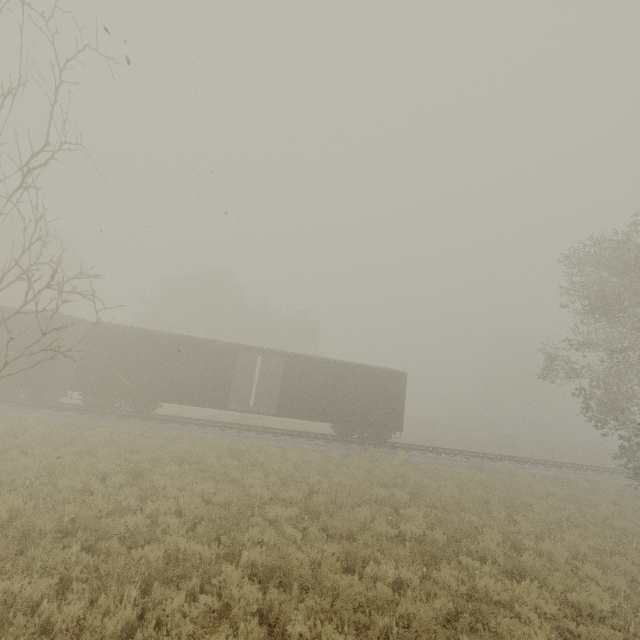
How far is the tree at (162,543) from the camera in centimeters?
571cm

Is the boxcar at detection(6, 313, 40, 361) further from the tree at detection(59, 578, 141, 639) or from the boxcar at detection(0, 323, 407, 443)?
the tree at detection(59, 578, 141, 639)

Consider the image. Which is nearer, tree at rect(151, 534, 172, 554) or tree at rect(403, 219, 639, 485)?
tree at rect(151, 534, 172, 554)

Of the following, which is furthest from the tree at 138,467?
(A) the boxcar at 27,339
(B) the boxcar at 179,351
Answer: (A) the boxcar at 27,339

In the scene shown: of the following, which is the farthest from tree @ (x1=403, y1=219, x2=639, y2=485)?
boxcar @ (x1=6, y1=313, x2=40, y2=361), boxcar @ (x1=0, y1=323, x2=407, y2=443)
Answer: boxcar @ (x1=6, y1=313, x2=40, y2=361)

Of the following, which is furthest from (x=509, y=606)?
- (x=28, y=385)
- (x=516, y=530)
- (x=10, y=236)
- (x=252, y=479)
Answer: (x=10, y=236)

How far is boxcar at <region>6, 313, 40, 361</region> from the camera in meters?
16.3 m

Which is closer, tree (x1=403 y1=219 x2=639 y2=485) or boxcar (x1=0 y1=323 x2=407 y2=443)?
tree (x1=403 y1=219 x2=639 y2=485)
